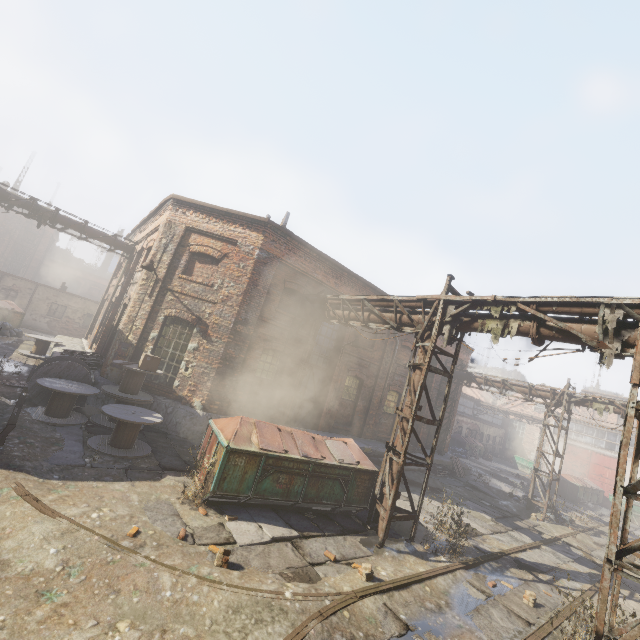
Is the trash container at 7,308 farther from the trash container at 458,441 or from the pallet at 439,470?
the trash container at 458,441

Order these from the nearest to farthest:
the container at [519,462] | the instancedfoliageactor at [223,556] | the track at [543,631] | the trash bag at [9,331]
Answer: the instancedfoliageactor at [223,556], the track at [543,631], the trash bag at [9,331], the container at [519,462]

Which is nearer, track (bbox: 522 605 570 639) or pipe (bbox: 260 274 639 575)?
pipe (bbox: 260 274 639 575)

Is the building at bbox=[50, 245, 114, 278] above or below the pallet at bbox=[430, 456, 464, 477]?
above

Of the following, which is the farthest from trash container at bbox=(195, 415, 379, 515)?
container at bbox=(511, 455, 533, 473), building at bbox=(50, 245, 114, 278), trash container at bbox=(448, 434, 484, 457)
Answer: building at bbox=(50, 245, 114, 278)

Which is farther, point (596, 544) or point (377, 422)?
point (377, 422)

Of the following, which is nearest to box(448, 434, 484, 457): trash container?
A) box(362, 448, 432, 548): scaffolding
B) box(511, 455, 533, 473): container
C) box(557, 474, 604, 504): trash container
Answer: box(511, 455, 533, 473): container

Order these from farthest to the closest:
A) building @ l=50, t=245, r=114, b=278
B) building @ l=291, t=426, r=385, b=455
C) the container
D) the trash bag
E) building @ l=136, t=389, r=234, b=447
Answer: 1. building @ l=50, t=245, r=114, b=278
2. the container
3. the trash bag
4. building @ l=291, t=426, r=385, b=455
5. building @ l=136, t=389, r=234, b=447
